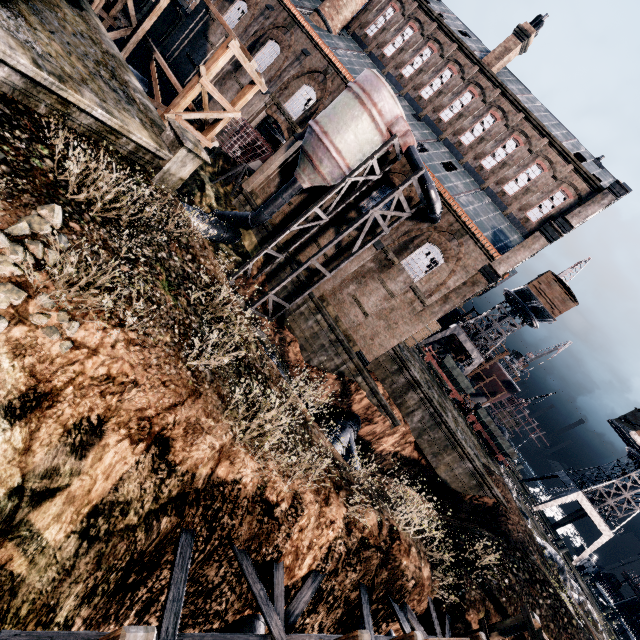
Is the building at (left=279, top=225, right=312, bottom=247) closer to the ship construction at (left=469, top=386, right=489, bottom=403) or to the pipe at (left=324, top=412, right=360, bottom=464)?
the pipe at (left=324, top=412, right=360, bottom=464)

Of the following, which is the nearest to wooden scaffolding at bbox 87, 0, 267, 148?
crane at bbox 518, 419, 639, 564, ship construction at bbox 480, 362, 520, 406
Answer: crane at bbox 518, 419, 639, 564

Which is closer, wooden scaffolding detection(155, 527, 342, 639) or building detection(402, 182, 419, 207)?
wooden scaffolding detection(155, 527, 342, 639)

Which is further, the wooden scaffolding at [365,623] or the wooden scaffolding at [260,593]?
the wooden scaffolding at [365,623]

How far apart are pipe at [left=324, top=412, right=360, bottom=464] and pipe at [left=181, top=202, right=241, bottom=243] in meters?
16.6

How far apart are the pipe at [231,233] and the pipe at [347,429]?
16.57m

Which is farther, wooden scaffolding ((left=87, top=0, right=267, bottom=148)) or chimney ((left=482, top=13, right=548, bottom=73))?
chimney ((left=482, top=13, right=548, bottom=73))

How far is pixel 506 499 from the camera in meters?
23.1 m
